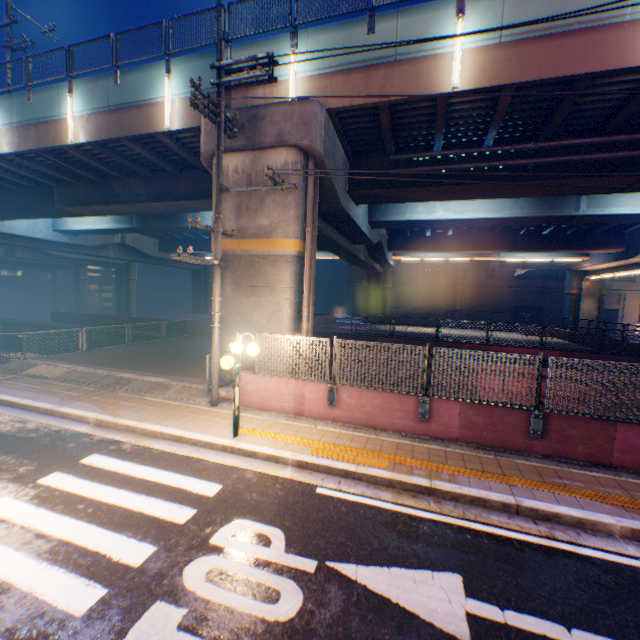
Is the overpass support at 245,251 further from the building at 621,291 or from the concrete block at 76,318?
the building at 621,291

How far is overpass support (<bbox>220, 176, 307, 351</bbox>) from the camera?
10.2 meters

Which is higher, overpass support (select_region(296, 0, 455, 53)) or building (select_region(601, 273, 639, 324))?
overpass support (select_region(296, 0, 455, 53))

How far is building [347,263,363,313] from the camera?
51.53m

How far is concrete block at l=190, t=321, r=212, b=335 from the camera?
22.19m

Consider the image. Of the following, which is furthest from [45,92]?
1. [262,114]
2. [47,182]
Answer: [262,114]

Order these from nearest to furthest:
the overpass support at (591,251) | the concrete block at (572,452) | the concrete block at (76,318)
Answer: the concrete block at (572,452)
the overpass support at (591,251)
the concrete block at (76,318)

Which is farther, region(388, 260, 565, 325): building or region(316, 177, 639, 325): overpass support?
region(388, 260, 565, 325): building
